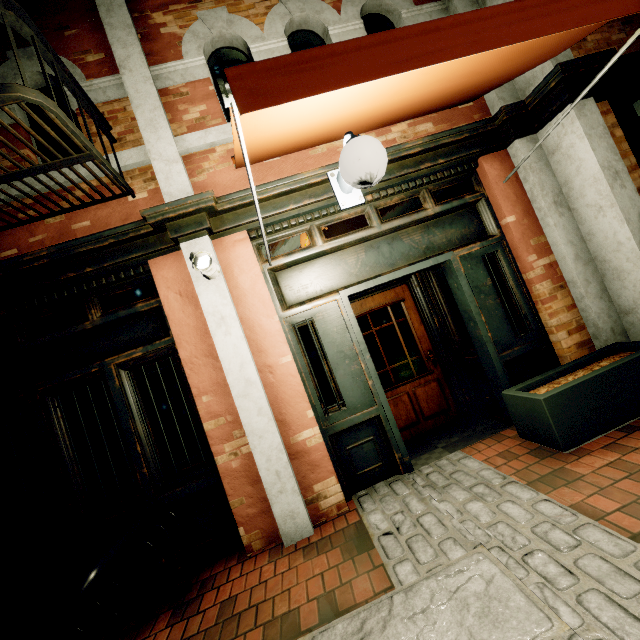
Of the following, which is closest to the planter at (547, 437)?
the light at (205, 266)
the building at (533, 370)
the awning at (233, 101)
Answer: the building at (533, 370)

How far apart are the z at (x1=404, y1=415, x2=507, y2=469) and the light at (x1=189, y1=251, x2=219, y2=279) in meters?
3.1

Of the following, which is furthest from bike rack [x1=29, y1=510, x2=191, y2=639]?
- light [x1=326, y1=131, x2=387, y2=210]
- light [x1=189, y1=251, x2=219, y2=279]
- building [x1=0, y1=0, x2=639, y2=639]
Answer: light [x1=326, y1=131, x2=387, y2=210]

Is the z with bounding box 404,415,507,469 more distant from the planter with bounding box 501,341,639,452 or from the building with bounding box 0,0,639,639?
the planter with bounding box 501,341,639,452

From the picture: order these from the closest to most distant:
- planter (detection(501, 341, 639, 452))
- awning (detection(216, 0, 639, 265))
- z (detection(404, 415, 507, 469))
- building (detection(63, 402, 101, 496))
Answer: awning (detection(216, 0, 639, 265)) → planter (detection(501, 341, 639, 452)) → building (detection(63, 402, 101, 496)) → z (detection(404, 415, 507, 469))

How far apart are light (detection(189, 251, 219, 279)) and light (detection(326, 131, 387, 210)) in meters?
1.2 m

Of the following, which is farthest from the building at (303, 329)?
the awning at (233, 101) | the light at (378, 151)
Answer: the light at (378, 151)

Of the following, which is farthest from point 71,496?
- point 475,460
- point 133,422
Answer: point 475,460
